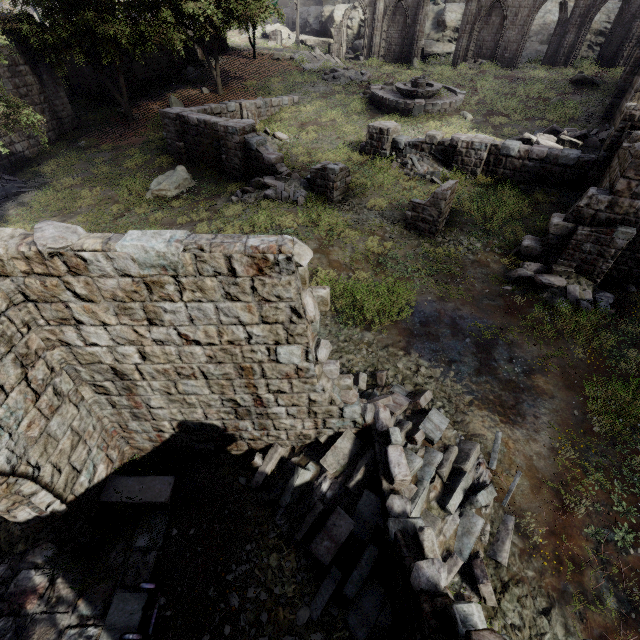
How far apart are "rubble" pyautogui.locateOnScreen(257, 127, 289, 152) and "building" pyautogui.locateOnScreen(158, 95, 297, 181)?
0.63m

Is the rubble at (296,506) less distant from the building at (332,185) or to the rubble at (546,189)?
the building at (332,185)

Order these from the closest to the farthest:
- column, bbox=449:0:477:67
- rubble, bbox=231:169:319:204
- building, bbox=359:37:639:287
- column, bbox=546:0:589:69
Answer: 1. building, bbox=359:37:639:287
2. rubble, bbox=231:169:319:204
3. column, bbox=546:0:589:69
4. column, bbox=449:0:477:67

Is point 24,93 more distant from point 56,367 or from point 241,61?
point 56,367

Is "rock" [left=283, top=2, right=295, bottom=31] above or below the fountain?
above

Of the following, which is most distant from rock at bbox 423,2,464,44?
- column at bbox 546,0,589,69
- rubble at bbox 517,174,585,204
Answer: rubble at bbox 517,174,585,204

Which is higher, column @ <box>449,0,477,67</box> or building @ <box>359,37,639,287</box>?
column @ <box>449,0,477,67</box>

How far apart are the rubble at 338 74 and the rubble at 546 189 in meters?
18.7
